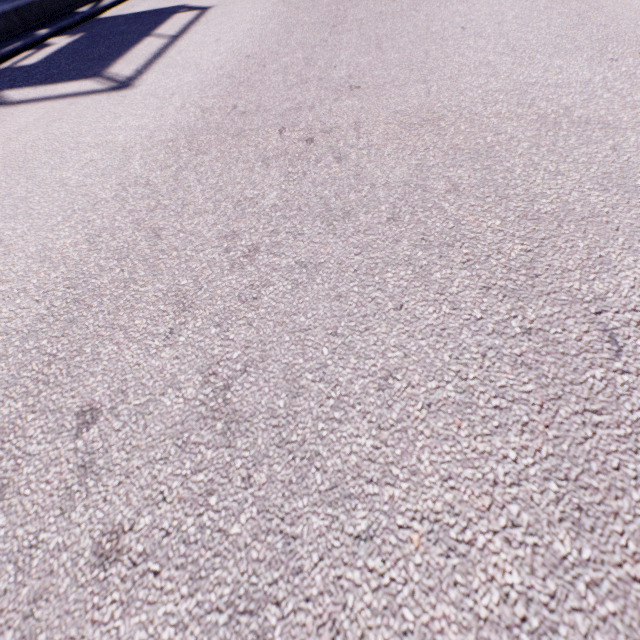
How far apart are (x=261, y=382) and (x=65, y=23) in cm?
546
